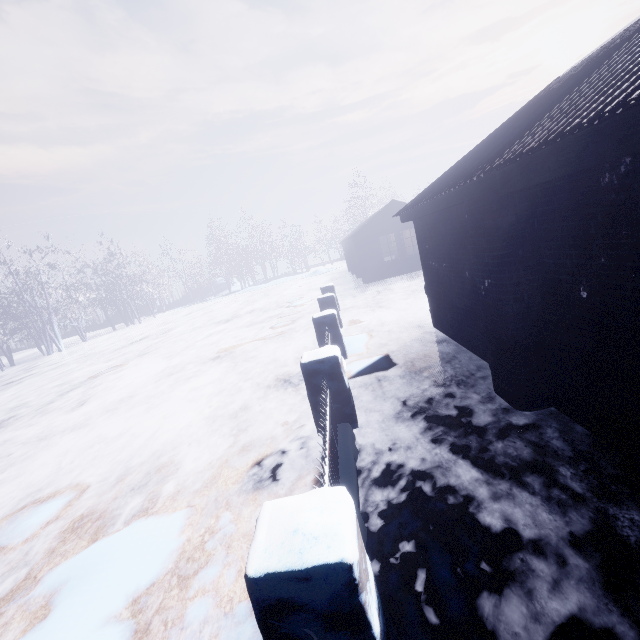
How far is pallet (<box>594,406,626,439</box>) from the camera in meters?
2.4

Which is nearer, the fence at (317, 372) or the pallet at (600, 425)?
the fence at (317, 372)

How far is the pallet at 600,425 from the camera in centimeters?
241cm

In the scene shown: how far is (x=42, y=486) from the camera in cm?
433

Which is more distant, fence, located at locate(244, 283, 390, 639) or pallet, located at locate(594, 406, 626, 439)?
pallet, located at locate(594, 406, 626, 439)
